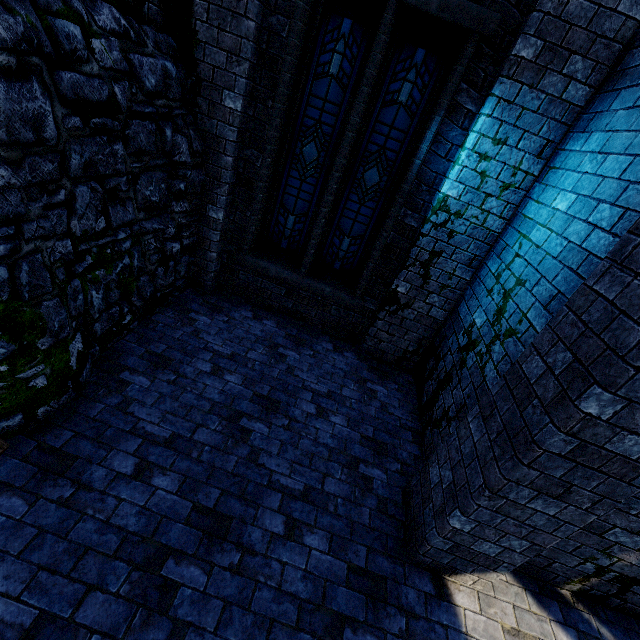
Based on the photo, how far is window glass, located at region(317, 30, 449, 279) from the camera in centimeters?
408cm

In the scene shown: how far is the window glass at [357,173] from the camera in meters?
4.1 m

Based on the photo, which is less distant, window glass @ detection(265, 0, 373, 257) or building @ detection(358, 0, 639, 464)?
building @ detection(358, 0, 639, 464)

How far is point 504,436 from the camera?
2.46m

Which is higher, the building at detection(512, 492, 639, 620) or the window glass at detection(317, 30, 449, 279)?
the window glass at detection(317, 30, 449, 279)

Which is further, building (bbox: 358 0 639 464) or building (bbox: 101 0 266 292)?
building (bbox: 101 0 266 292)

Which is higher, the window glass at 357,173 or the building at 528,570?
the window glass at 357,173

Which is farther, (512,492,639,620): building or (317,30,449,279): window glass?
(317,30,449,279): window glass
